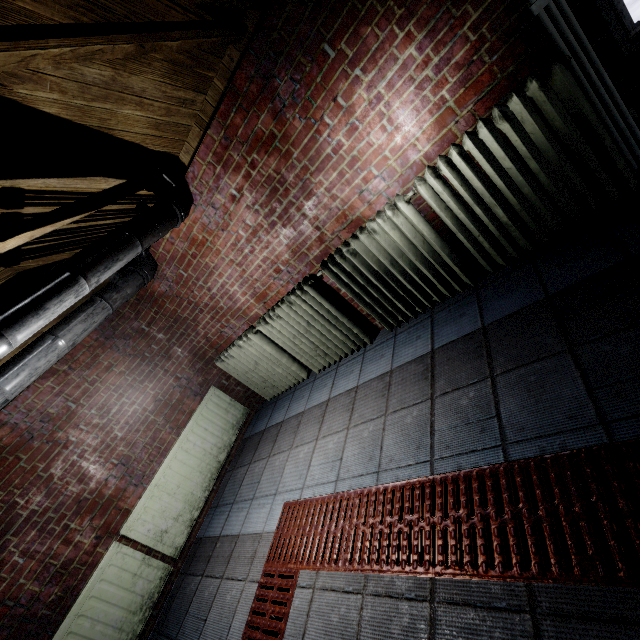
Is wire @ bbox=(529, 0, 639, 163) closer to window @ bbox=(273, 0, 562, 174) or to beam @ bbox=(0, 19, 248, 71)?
window @ bbox=(273, 0, 562, 174)

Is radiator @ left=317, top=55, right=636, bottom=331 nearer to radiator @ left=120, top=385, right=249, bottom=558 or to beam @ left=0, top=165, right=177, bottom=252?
beam @ left=0, top=165, right=177, bottom=252

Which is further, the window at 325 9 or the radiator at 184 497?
the radiator at 184 497

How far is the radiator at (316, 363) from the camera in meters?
2.7

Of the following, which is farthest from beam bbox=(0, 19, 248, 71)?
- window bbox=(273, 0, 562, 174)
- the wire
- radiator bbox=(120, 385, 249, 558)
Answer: radiator bbox=(120, 385, 249, 558)

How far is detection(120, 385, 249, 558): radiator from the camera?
2.9m

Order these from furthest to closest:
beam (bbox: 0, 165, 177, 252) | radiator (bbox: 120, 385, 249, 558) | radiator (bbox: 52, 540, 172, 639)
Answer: radiator (bbox: 120, 385, 249, 558) → radiator (bbox: 52, 540, 172, 639) → beam (bbox: 0, 165, 177, 252)

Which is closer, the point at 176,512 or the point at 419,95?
the point at 419,95
